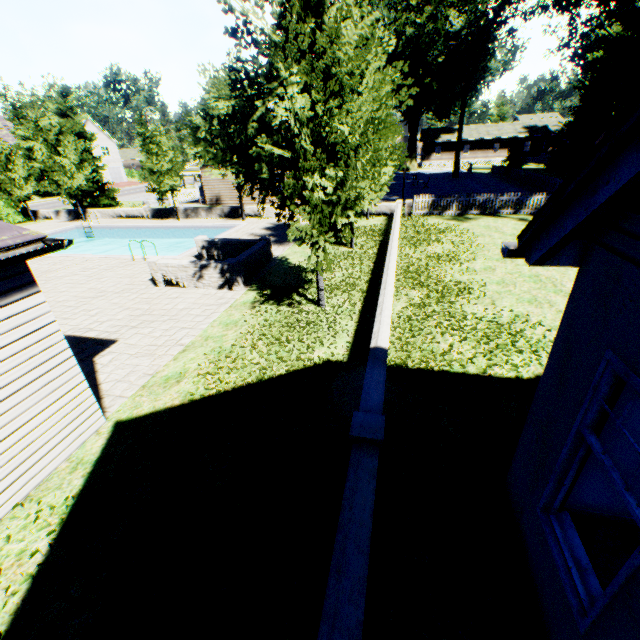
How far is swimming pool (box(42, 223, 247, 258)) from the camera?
22.7m

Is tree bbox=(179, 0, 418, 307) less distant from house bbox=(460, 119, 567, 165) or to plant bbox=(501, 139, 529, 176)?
plant bbox=(501, 139, 529, 176)

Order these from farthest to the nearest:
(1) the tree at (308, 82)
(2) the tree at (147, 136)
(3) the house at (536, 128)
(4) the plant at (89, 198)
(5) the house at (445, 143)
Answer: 1. (5) the house at (445, 143)
2. (3) the house at (536, 128)
3. (4) the plant at (89, 198)
4. (2) the tree at (147, 136)
5. (1) the tree at (308, 82)

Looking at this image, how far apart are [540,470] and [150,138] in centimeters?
2711cm

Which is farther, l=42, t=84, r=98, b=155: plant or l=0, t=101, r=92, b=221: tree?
l=42, t=84, r=98, b=155: plant

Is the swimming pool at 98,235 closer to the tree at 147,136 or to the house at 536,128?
the tree at 147,136

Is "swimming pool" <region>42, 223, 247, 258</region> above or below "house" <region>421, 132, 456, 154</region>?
below
